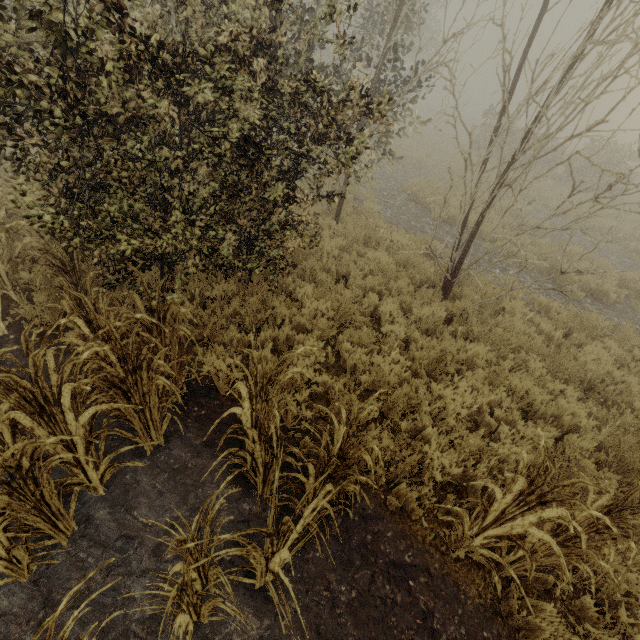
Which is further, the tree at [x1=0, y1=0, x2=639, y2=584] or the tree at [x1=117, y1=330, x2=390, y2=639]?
the tree at [x1=0, y1=0, x2=639, y2=584]

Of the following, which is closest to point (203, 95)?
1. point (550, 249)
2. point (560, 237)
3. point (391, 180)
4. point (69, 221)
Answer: point (69, 221)

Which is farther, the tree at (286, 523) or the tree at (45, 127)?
the tree at (45, 127)
